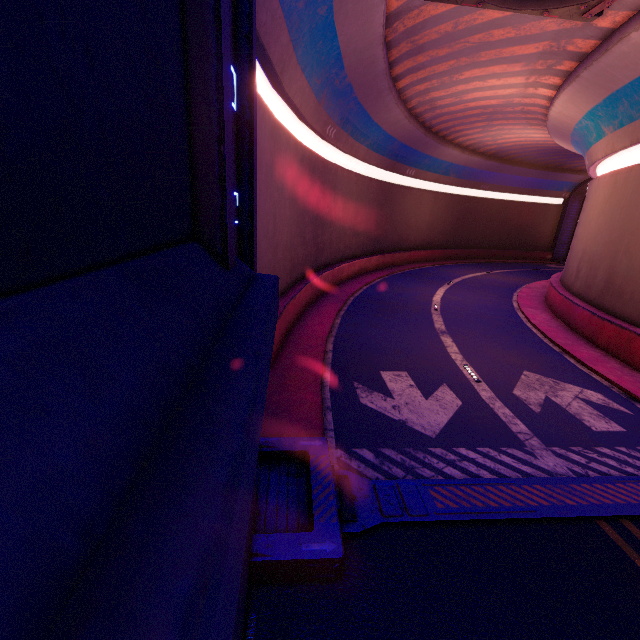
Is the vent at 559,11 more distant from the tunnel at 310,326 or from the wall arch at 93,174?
the wall arch at 93,174

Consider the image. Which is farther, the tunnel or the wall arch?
the tunnel

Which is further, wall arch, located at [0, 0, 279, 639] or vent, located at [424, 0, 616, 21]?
vent, located at [424, 0, 616, 21]

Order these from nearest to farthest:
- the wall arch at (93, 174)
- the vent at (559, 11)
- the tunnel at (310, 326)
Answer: the wall arch at (93, 174) → the tunnel at (310, 326) → the vent at (559, 11)

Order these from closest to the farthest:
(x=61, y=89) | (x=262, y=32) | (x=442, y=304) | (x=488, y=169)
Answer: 1. (x=61, y=89)
2. (x=262, y=32)
3. (x=442, y=304)
4. (x=488, y=169)

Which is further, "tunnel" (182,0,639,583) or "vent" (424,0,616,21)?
"vent" (424,0,616,21)

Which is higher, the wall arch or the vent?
the vent

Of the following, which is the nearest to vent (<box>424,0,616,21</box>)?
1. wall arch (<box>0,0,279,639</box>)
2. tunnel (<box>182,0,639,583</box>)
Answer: tunnel (<box>182,0,639,583</box>)
